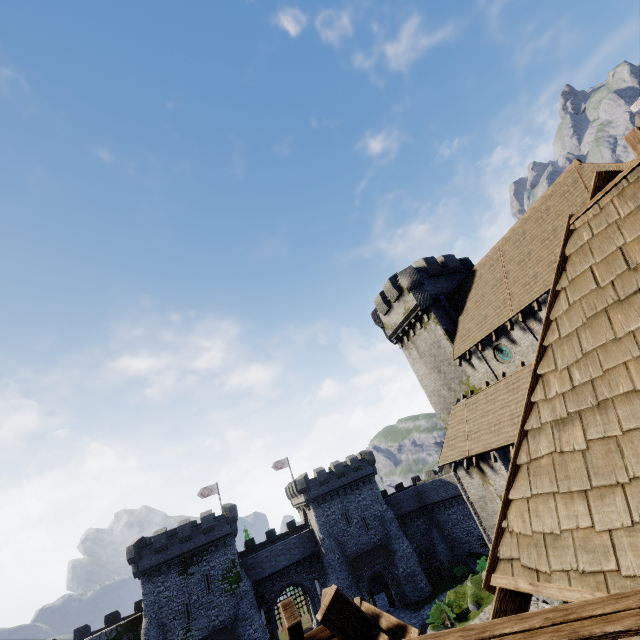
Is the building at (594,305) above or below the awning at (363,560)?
above

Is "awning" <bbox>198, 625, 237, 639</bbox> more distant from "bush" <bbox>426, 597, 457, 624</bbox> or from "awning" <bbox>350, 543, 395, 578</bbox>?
"bush" <bbox>426, 597, 457, 624</bbox>

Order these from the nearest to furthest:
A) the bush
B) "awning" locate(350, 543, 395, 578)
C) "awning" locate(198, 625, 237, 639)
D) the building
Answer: the building → the bush → "awning" locate(198, 625, 237, 639) → "awning" locate(350, 543, 395, 578)

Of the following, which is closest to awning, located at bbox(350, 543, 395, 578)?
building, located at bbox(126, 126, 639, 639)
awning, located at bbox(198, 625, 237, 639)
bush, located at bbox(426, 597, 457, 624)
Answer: bush, located at bbox(426, 597, 457, 624)

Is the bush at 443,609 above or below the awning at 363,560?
below

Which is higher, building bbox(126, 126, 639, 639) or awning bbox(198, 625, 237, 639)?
building bbox(126, 126, 639, 639)

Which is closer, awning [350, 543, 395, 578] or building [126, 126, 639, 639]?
building [126, 126, 639, 639]

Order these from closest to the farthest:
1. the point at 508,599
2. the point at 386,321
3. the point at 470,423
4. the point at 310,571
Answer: the point at 508,599 < the point at 470,423 < the point at 386,321 < the point at 310,571
